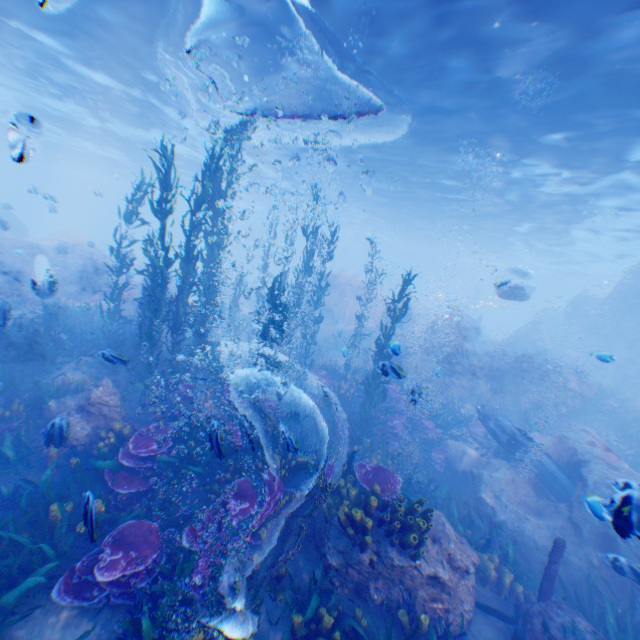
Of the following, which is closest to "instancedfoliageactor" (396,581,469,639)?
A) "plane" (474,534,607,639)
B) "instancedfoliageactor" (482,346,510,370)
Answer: "plane" (474,534,607,639)

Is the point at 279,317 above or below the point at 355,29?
below

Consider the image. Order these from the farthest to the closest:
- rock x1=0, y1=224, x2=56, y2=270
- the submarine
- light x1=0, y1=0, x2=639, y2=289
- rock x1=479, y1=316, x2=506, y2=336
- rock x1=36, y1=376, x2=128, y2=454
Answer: rock x1=479, y1=316, x2=506, y2=336
rock x1=0, y1=224, x2=56, y2=270
the submarine
light x1=0, y1=0, x2=639, y2=289
rock x1=36, y1=376, x2=128, y2=454

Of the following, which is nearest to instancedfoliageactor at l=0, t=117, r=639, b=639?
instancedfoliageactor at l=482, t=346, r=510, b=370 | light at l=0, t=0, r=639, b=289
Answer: instancedfoliageactor at l=482, t=346, r=510, b=370

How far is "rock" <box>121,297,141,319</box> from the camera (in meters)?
15.76

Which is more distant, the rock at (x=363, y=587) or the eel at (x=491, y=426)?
the eel at (x=491, y=426)

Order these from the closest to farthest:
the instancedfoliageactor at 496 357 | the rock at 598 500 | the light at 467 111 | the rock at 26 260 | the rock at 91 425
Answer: the rock at 598 500 → the rock at 91 425 → the light at 467 111 → the instancedfoliageactor at 496 357 → the rock at 26 260
